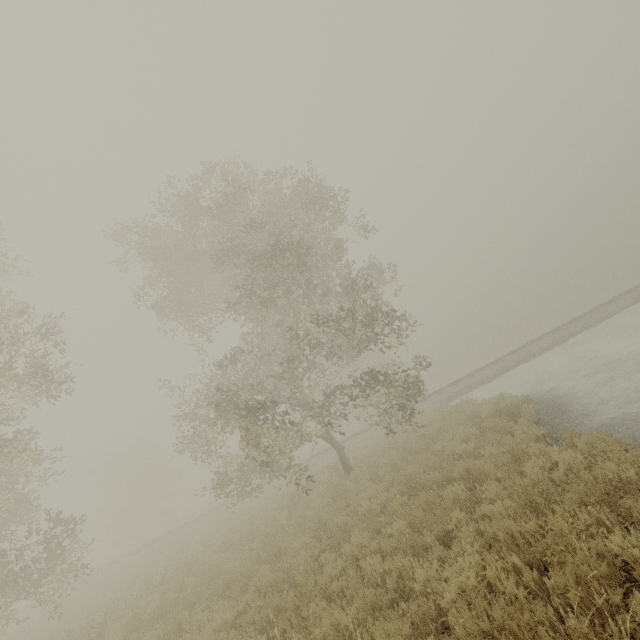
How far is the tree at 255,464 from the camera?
11.2 meters

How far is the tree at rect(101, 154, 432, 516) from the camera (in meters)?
11.25

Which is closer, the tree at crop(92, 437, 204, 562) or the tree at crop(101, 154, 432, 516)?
the tree at crop(101, 154, 432, 516)

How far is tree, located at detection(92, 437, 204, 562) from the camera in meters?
39.3 m

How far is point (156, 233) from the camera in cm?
1377

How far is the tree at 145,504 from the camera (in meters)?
39.31
